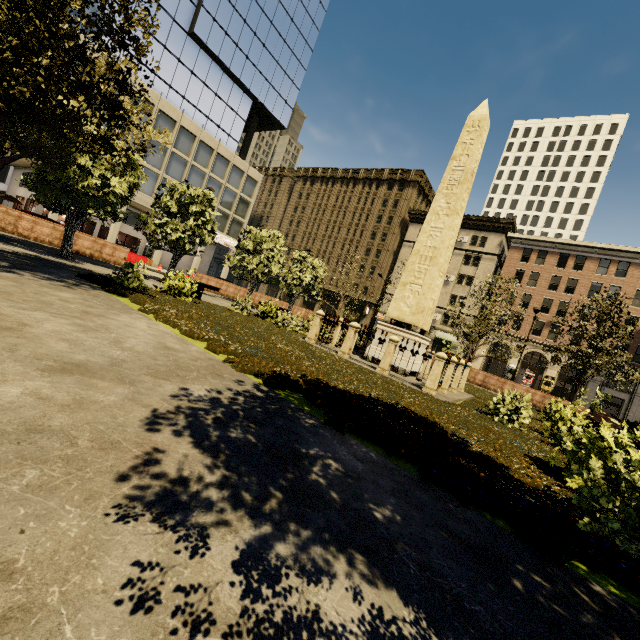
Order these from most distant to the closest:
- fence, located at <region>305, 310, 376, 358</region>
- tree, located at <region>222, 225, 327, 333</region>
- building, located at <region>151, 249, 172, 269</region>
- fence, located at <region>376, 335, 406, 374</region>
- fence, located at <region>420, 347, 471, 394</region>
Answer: building, located at <region>151, 249, 172, 269</region>, tree, located at <region>222, 225, 327, 333</region>, fence, located at <region>305, 310, 376, 358</region>, fence, located at <region>376, 335, 406, 374</region>, fence, located at <region>420, 347, 471, 394</region>

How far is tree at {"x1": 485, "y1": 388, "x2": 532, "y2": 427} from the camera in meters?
9.3 m

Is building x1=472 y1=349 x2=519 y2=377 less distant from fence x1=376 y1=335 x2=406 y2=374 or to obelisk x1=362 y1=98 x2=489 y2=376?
fence x1=376 y1=335 x2=406 y2=374

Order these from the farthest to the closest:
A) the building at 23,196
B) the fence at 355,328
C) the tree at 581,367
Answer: the building at 23,196 < the tree at 581,367 < the fence at 355,328

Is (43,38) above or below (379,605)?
above

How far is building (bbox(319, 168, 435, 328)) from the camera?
53.22m

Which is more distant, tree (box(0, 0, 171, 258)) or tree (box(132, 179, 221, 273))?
tree (box(132, 179, 221, 273))

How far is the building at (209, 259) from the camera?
41.4 meters
